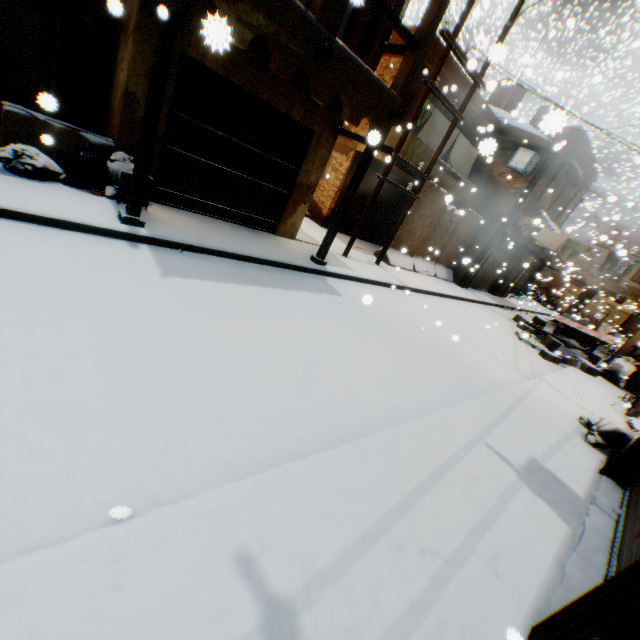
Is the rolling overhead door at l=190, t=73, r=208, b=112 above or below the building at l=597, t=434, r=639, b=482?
above

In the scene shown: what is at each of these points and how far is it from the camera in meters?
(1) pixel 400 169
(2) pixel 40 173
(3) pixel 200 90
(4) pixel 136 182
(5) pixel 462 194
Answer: (1) balcony, 11.6 m
(2) trash bag, 5.3 m
(3) rolling overhead door, 6.6 m
(4) wooden beam, 5.2 m
(5) balcony, 14.6 m

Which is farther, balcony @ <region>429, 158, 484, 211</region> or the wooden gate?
balcony @ <region>429, 158, 484, 211</region>

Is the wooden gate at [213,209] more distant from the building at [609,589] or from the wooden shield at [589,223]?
the wooden shield at [589,223]

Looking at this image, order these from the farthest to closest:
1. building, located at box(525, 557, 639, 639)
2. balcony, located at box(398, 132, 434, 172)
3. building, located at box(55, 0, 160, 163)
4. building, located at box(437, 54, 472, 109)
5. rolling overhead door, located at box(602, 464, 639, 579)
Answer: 1. building, located at box(437, 54, 472, 109)
2. balcony, located at box(398, 132, 434, 172)
3. building, located at box(55, 0, 160, 163)
4. rolling overhead door, located at box(602, 464, 639, 579)
5. building, located at box(525, 557, 639, 639)

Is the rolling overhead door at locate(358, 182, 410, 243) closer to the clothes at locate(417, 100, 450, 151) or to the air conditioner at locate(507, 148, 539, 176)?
the clothes at locate(417, 100, 450, 151)

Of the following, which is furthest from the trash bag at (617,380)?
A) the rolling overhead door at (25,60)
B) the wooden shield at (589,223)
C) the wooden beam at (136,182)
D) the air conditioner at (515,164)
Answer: the wooden shield at (589,223)

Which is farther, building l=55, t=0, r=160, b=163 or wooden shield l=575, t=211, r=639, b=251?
wooden shield l=575, t=211, r=639, b=251
